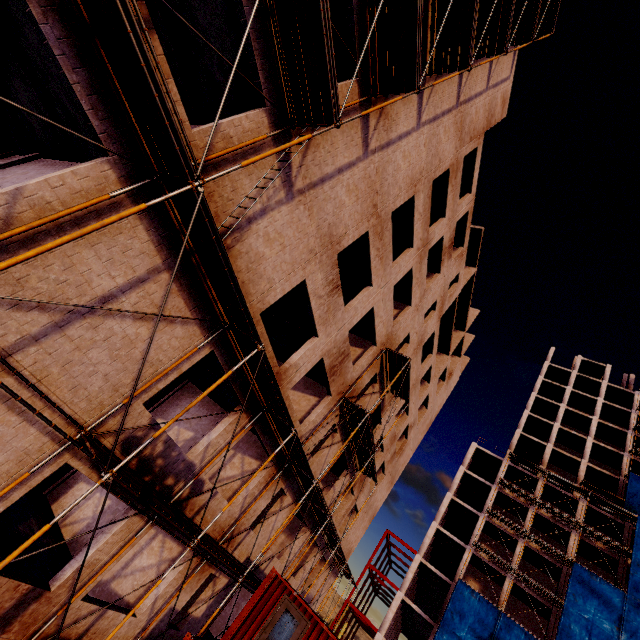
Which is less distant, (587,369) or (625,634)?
(625,634)

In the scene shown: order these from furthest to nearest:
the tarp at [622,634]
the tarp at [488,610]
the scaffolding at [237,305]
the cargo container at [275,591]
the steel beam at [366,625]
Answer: the steel beam at [366,625]
the tarp at [488,610]
the tarp at [622,634]
the cargo container at [275,591]
the scaffolding at [237,305]

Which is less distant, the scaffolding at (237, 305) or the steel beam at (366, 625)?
the scaffolding at (237, 305)

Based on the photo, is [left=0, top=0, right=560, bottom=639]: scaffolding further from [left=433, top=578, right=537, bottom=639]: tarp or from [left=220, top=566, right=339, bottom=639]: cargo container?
[left=433, top=578, right=537, bottom=639]: tarp

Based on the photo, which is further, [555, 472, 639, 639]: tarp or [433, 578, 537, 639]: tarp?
[433, 578, 537, 639]: tarp

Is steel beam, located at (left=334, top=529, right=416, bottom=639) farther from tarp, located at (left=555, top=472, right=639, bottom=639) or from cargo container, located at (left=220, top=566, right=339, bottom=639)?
cargo container, located at (left=220, top=566, right=339, bottom=639)

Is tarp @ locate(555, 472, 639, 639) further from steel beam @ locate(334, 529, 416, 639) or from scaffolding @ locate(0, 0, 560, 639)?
scaffolding @ locate(0, 0, 560, 639)
